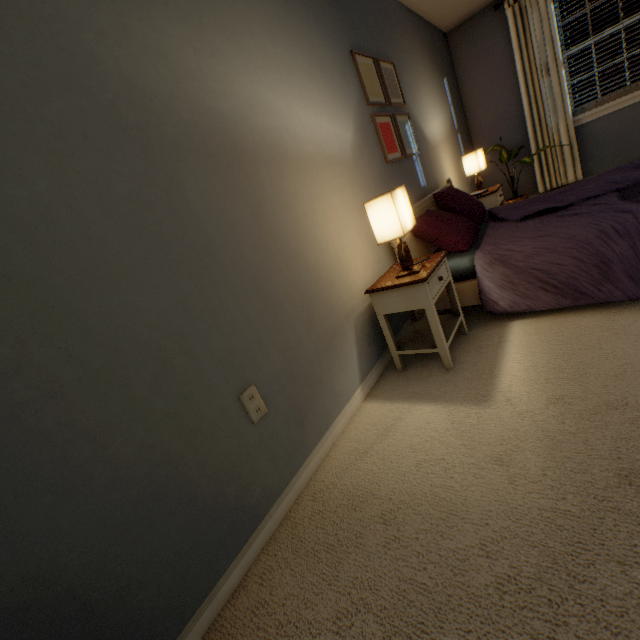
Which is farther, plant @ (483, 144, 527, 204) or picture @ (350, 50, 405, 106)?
plant @ (483, 144, 527, 204)

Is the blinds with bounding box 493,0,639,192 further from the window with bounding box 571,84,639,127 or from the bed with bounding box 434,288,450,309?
the bed with bounding box 434,288,450,309

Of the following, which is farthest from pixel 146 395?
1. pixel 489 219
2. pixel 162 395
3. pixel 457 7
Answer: pixel 457 7

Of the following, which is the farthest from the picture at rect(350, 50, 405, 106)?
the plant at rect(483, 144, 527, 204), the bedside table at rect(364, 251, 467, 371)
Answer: the plant at rect(483, 144, 527, 204)

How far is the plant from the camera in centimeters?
381cm

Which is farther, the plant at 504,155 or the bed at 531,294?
the plant at 504,155

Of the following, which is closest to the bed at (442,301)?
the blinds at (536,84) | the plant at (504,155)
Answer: the plant at (504,155)

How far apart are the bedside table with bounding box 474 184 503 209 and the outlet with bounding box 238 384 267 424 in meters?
3.2 m
